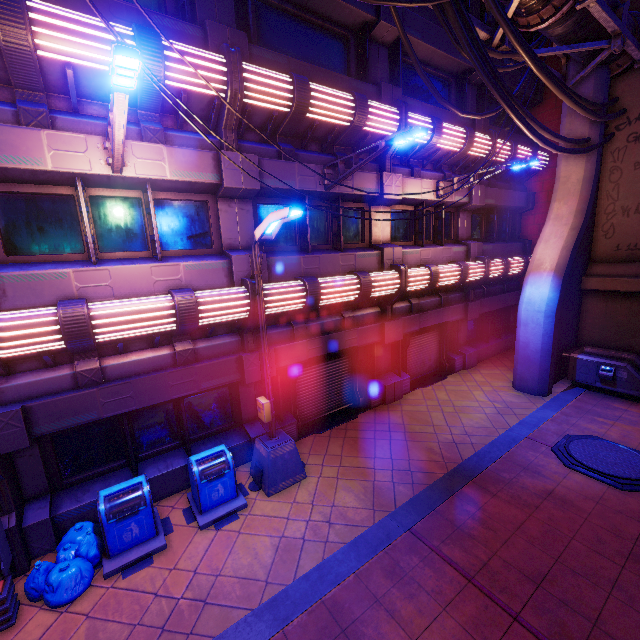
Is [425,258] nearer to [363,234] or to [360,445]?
[363,234]

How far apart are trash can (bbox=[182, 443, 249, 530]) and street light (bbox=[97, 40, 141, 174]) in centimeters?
589cm

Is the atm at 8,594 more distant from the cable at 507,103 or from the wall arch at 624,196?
the wall arch at 624,196

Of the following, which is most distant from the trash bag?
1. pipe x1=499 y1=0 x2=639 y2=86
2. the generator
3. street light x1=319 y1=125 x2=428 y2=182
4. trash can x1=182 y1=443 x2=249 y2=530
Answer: the generator

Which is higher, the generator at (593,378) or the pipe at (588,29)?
the pipe at (588,29)

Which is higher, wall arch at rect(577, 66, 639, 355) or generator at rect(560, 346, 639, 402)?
wall arch at rect(577, 66, 639, 355)

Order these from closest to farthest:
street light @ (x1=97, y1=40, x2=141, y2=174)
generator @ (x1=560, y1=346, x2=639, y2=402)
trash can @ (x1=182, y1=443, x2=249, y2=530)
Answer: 1. street light @ (x1=97, y1=40, x2=141, y2=174)
2. trash can @ (x1=182, y1=443, x2=249, y2=530)
3. generator @ (x1=560, y1=346, x2=639, y2=402)

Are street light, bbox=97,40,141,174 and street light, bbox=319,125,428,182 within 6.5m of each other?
yes
